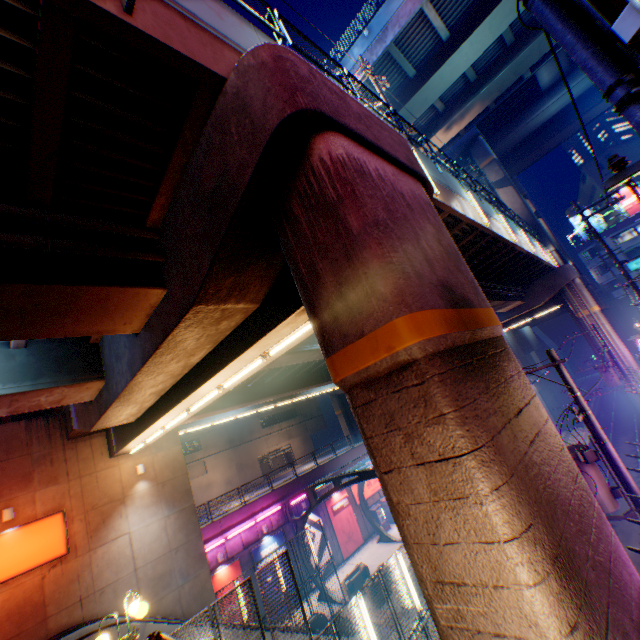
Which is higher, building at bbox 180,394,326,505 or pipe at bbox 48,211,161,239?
pipe at bbox 48,211,161,239

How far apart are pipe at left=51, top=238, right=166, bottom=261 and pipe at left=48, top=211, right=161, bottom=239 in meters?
0.3

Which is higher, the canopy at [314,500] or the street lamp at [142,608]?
the street lamp at [142,608]

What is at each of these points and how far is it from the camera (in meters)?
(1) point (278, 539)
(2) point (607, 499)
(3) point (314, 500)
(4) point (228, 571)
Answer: (1) billboard, 22.50
(2) electric pole, 8.69
(3) canopy, 21.17
(4) billboard, 19.69

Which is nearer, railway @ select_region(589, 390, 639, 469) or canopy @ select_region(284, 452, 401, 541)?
canopy @ select_region(284, 452, 401, 541)

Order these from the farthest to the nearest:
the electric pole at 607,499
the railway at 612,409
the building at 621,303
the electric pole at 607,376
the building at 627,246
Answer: the building at 621,303 < the building at 627,246 < the railway at 612,409 < the electric pole at 607,376 < the electric pole at 607,499

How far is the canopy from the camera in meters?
18.8 m

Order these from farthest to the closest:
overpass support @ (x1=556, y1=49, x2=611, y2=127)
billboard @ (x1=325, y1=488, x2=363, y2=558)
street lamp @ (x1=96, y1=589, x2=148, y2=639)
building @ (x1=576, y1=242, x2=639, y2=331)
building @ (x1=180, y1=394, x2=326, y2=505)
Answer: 1. building @ (x1=576, y1=242, x2=639, y2=331)
2. building @ (x1=180, y1=394, x2=326, y2=505)
3. overpass support @ (x1=556, y1=49, x2=611, y2=127)
4. billboard @ (x1=325, y1=488, x2=363, y2=558)
5. street lamp @ (x1=96, y1=589, x2=148, y2=639)
